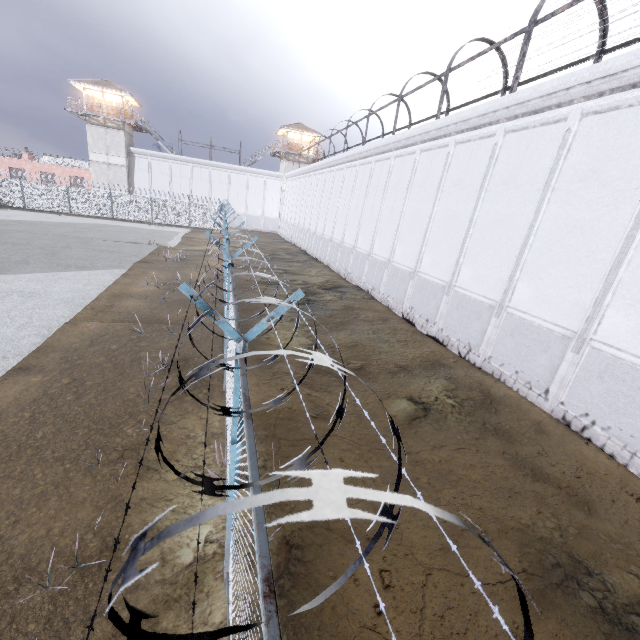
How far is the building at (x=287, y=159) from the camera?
45.50m

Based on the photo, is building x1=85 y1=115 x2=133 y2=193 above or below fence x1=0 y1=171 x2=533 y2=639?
above

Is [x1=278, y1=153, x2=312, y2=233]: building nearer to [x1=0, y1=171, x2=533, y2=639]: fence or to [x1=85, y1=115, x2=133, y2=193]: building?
[x1=0, y1=171, x2=533, y2=639]: fence

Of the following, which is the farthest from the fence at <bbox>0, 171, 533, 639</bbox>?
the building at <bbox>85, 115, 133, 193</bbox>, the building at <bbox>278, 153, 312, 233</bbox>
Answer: the building at <bbox>278, 153, 312, 233</bbox>

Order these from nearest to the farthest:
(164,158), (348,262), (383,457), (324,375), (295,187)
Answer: (383,457) < (324,375) < (348,262) < (295,187) < (164,158)

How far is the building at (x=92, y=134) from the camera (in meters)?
38.59
